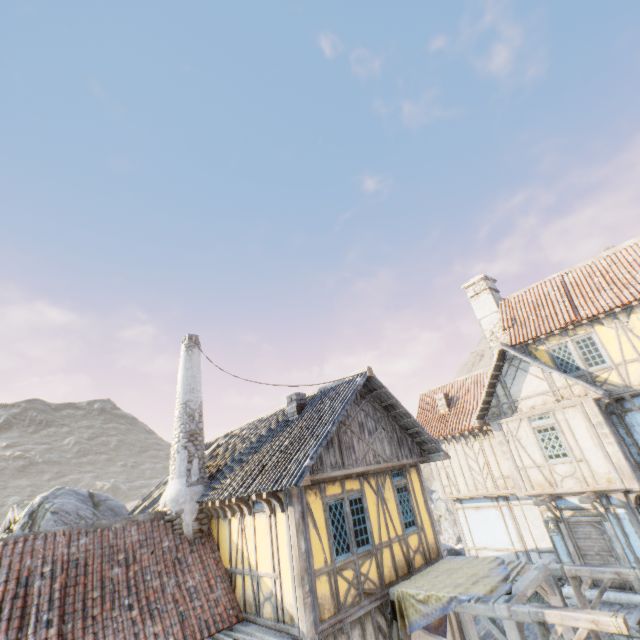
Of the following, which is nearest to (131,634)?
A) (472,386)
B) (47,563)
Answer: (47,563)

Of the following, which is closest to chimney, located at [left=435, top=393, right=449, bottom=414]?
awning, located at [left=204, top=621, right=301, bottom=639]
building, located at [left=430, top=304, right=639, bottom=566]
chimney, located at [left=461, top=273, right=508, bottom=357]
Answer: building, located at [left=430, top=304, right=639, bottom=566]

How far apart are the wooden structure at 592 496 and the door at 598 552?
0.1 meters

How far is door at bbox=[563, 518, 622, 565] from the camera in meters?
11.1 m

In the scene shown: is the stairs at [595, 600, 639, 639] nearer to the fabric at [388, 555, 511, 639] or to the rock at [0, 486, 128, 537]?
the fabric at [388, 555, 511, 639]

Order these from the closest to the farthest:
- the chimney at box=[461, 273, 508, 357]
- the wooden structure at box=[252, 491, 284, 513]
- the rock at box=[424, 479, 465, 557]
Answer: the wooden structure at box=[252, 491, 284, 513], the chimney at box=[461, 273, 508, 357], the rock at box=[424, 479, 465, 557]

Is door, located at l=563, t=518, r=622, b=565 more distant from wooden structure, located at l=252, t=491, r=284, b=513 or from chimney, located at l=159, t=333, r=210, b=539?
chimney, located at l=159, t=333, r=210, b=539

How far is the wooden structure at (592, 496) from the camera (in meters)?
10.73
